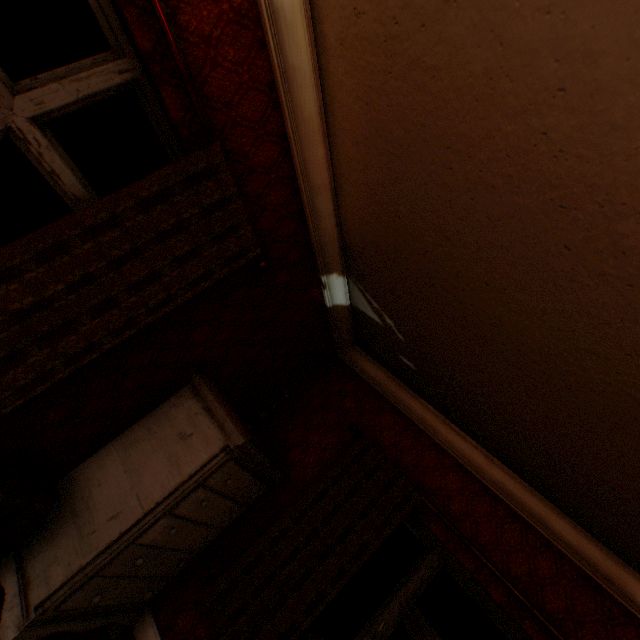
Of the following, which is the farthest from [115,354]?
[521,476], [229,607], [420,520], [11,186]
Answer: [11,186]

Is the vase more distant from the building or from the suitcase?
the suitcase

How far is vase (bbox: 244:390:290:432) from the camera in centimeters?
270cm

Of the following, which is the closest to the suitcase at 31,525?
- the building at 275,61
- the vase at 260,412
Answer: the building at 275,61

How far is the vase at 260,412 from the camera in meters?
2.7 m

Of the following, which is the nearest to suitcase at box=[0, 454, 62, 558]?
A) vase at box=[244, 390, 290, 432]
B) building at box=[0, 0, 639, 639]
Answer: building at box=[0, 0, 639, 639]

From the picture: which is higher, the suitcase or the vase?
the vase

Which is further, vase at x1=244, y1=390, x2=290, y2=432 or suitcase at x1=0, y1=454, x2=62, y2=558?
vase at x1=244, y1=390, x2=290, y2=432
